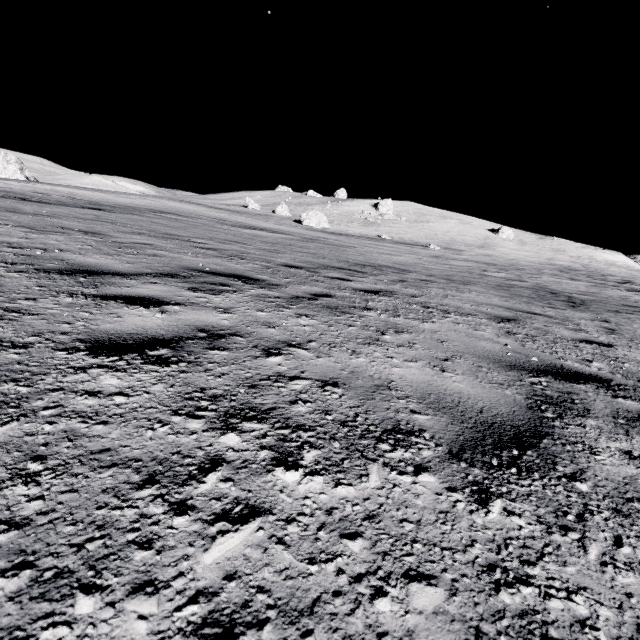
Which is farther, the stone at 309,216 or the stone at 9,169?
the stone at 9,169

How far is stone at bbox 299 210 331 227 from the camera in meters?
42.1

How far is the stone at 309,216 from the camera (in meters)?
42.09

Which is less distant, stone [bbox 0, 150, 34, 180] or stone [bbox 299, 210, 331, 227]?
stone [bbox 299, 210, 331, 227]

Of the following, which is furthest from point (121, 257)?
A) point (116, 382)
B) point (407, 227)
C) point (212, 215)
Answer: point (407, 227)
